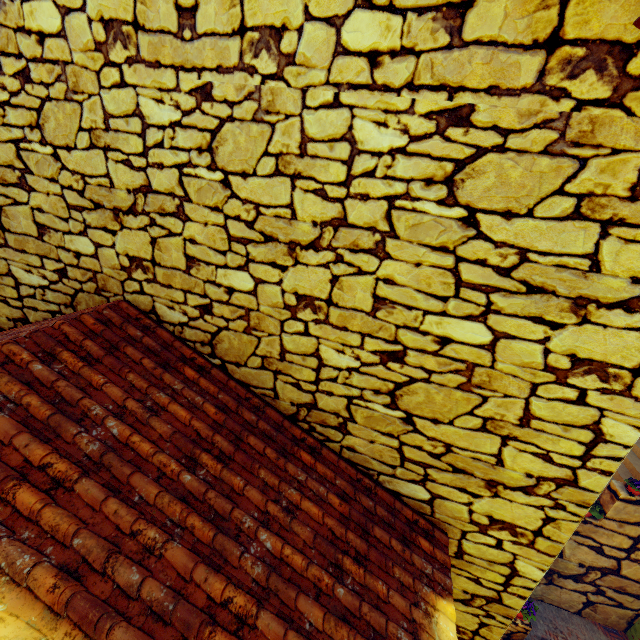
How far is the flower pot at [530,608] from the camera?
6.41m

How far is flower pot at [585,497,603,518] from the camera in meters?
7.3 m

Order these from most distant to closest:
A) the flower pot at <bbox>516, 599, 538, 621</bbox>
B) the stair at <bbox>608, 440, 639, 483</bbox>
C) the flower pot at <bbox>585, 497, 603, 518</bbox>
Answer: the stair at <bbox>608, 440, 639, 483</bbox>, the flower pot at <bbox>585, 497, 603, 518</bbox>, the flower pot at <bbox>516, 599, 538, 621</bbox>

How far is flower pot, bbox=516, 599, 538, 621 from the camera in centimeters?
641cm

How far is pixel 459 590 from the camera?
2.47m

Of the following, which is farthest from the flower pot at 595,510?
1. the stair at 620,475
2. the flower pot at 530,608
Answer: the flower pot at 530,608

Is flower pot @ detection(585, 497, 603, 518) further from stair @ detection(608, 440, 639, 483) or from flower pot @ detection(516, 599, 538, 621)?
flower pot @ detection(516, 599, 538, 621)

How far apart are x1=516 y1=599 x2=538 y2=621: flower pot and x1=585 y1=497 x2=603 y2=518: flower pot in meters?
1.7
